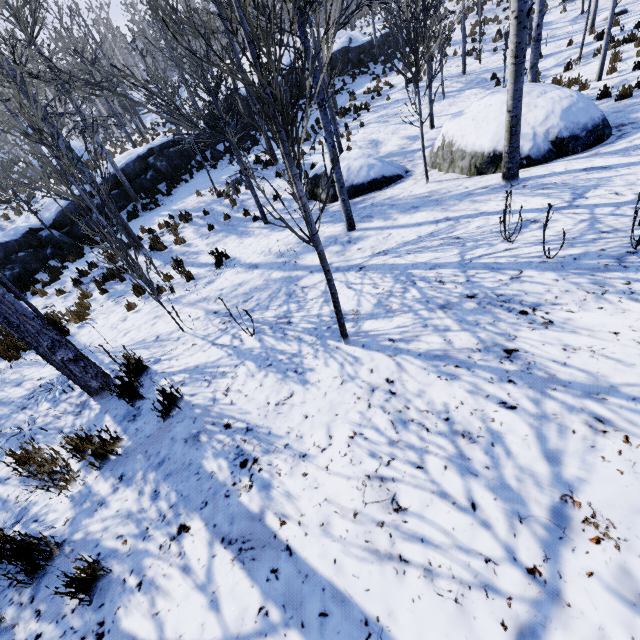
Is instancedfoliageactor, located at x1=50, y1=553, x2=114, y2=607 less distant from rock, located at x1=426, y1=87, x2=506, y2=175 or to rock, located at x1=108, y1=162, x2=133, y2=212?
rock, located at x1=108, y1=162, x2=133, y2=212

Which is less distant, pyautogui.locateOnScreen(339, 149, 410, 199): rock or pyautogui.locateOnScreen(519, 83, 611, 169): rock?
pyautogui.locateOnScreen(519, 83, 611, 169): rock

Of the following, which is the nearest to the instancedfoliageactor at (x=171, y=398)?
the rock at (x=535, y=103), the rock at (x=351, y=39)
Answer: the rock at (x=351, y=39)

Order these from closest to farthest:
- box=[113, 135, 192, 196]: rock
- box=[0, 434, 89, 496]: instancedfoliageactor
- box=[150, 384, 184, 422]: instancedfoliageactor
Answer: box=[0, 434, 89, 496]: instancedfoliageactor
box=[150, 384, 184, 422]: instancedfoliageactor
box=[113, 135, 192, 196]: rock

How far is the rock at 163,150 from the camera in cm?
1680

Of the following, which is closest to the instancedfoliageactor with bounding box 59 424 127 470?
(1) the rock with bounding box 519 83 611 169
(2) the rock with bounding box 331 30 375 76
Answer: (2) the rock with bounding box 331 30 375 76

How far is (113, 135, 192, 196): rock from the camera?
16.8 meters

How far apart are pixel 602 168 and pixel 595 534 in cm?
636
